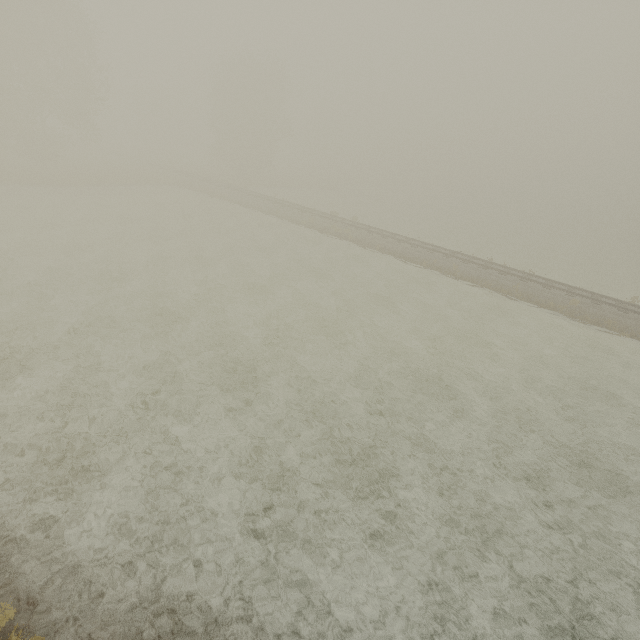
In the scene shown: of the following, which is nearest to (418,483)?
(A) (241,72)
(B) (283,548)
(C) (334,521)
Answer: (C) (334,521)
